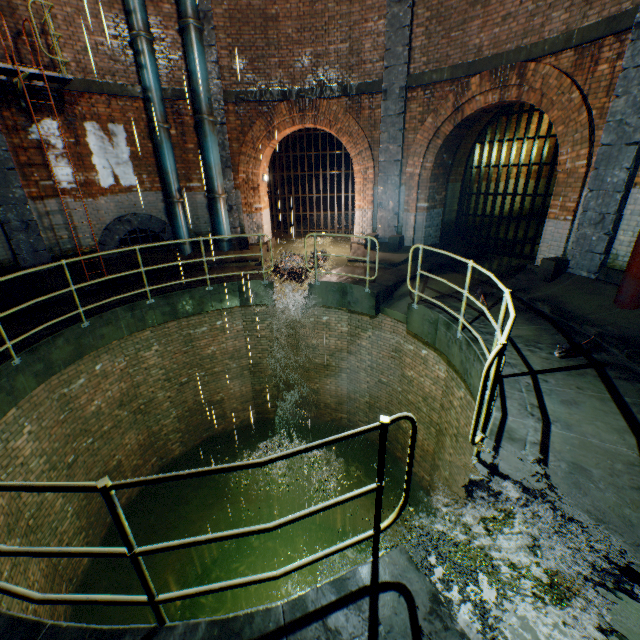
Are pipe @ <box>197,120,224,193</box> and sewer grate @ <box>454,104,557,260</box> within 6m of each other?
no

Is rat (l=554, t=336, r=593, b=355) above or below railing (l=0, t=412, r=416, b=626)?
below

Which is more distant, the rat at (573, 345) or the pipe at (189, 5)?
the pipe at (189, 5)

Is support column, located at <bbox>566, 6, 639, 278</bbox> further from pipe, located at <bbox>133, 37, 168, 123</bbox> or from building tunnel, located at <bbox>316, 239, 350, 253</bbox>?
pipe, located at <bbox>133, 37, 168, 123</bbox>

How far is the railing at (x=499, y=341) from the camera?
2.6m

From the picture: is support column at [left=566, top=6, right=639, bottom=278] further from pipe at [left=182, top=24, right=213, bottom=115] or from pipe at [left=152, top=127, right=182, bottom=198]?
pipe at [left=152, top=127, right=182, bottom=198]

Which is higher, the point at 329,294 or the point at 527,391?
the point at 527,391

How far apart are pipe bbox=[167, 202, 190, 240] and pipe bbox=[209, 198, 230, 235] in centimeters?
78cm
